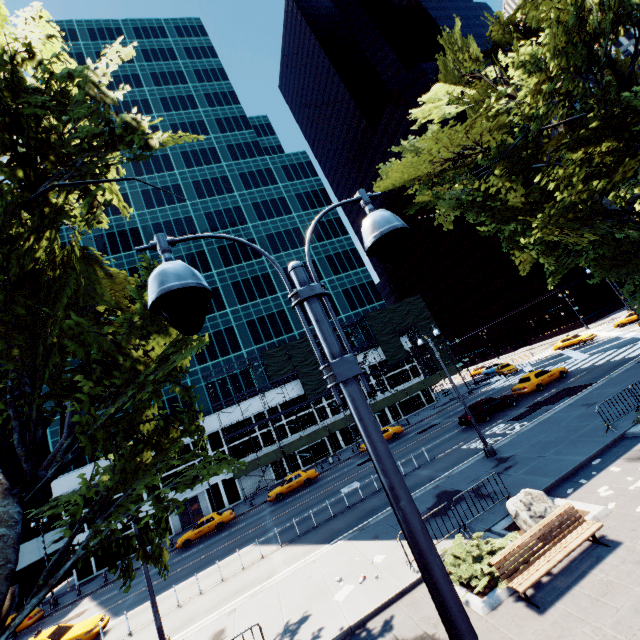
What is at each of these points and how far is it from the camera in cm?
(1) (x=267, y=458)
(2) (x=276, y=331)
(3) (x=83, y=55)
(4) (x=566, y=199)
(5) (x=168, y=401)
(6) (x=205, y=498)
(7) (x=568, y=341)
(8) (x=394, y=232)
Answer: (1) scaffolding, 3738
(2) building, 4731
(3) building, 5881
(4) tree, 1266
(5) building, 4109
(6) building, 3825
(7) vehicle, 4262
(8) light, 284

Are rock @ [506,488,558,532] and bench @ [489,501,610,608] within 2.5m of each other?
yes

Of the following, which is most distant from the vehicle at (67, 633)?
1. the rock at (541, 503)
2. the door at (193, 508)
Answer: the rock at (541, 503)

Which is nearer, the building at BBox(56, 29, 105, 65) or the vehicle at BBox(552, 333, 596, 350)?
the vehicle at BBox(552, 333, 596, 350)

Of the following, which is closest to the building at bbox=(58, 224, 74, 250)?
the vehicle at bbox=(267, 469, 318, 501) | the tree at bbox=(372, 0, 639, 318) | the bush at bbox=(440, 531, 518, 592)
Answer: the vehicle at bbox=(267, 469, 318, 501)

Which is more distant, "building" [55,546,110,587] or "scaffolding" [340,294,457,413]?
"scaffolding" [340,294,457,413]

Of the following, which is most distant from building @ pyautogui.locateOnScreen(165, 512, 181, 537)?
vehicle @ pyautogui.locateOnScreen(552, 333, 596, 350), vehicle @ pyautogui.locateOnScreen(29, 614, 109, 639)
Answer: vehicle @ pyautogui.locateOnScreen(29, 614, 109, 639)

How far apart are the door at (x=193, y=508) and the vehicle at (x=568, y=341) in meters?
50.4 m
